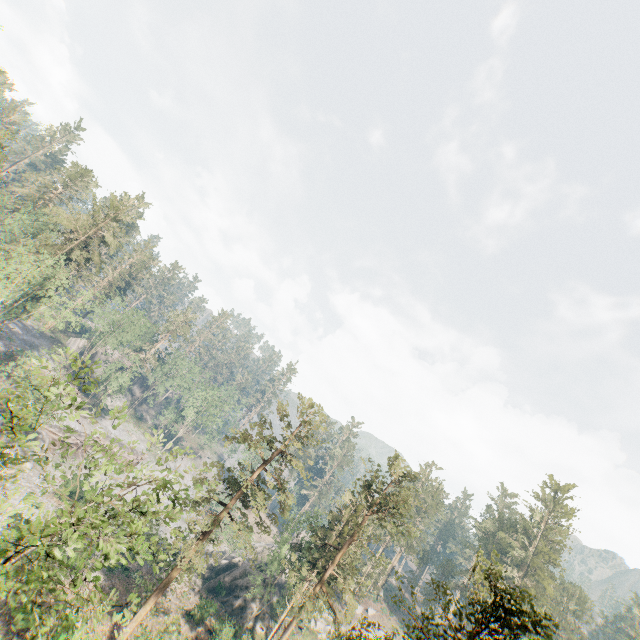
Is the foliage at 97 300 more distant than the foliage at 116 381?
No

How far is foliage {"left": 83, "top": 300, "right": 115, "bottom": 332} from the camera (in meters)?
56.08

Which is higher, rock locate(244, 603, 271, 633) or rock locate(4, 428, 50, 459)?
rock locate(244, 603, 271, 633)

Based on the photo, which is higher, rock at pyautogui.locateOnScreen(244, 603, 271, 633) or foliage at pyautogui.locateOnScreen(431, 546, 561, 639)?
foliage at pyautogui.locateOnScreen(431, 546, 561, 639)

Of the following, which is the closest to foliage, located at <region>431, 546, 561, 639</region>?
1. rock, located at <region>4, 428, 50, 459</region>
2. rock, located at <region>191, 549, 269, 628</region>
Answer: rock, located at <region>4, 428, 50, 459</region>

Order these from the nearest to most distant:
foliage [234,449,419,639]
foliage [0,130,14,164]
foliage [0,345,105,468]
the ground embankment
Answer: foliage [0,345,105,468] < foliage [234,449,419,639] < foliage [0,130,14,164] < the ground embankment

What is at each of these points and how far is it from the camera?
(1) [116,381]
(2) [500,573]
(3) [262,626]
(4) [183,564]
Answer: (1) foliage, 59.2m
(2) foliage, 11.3m
(3) rock, 42.6m
(4) foliage, 25.4m

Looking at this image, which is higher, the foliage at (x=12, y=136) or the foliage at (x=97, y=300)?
the foliage at (x=12, y=136)
